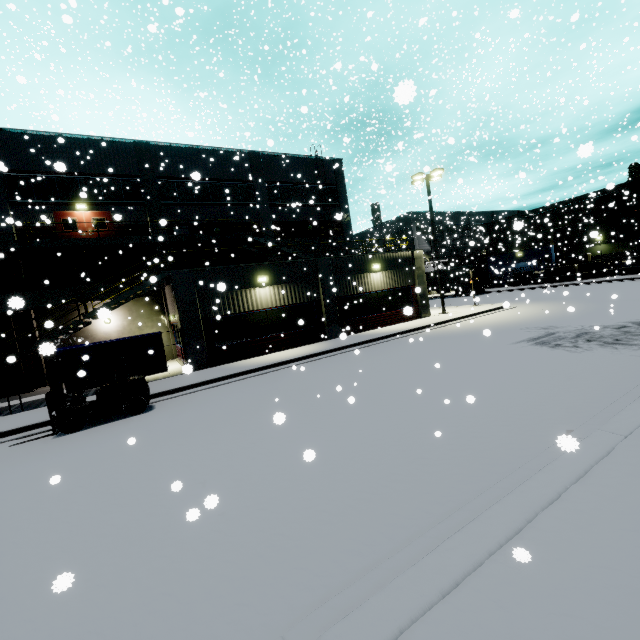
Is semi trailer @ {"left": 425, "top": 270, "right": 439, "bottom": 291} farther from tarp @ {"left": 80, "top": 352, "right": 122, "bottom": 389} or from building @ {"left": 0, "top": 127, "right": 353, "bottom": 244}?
tarp @ {"left": 80, "top": 352, "right": 122, "bottom": 389}

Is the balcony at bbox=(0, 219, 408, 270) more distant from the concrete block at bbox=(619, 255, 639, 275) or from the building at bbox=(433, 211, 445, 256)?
the concrete block at bbox=(619, 255, 639, 275)

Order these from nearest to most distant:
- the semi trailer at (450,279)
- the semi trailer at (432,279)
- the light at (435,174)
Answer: the light at (435,174)
the semi trailer at (450,279)
the semi trailer at (432,279)

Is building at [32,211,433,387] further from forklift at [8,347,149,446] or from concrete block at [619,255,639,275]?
forklift at [8,347,149,446]

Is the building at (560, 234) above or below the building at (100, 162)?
below

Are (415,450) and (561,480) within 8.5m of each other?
yes

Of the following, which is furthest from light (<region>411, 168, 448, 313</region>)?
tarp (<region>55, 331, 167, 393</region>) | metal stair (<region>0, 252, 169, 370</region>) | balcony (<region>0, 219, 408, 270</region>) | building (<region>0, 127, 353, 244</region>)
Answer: tarp (<region>55, 331, 167, 393</region>)

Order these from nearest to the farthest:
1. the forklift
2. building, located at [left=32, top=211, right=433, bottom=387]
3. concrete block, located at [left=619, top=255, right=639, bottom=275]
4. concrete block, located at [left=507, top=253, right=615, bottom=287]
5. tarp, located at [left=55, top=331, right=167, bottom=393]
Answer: the forklift → tarp, located at [left=55, top=331, right=167, bottom=393] → building, located at [left=32, top=211, right=433, bottom=387] → concrete block, located at [left=619, top=255, right=639, bottom=275] → concrete block, located at [left=507, top=253, right=615, bottom=287]
